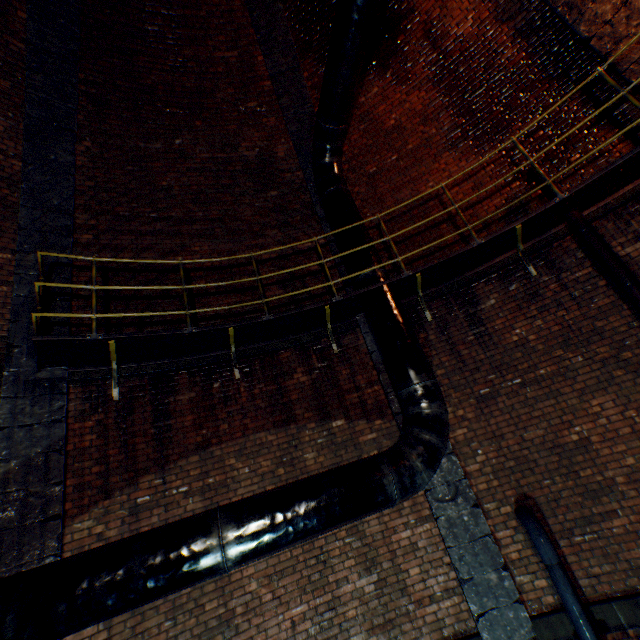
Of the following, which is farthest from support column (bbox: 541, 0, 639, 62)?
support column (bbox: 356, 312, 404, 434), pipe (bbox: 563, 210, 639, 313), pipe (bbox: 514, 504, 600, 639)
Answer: pipe (bbox: 514, 504, 600, 639)

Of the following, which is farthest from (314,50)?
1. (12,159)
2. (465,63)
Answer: (12,159)

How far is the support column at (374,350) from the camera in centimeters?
537cm

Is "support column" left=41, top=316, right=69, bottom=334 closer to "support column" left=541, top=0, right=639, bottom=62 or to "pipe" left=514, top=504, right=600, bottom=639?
"support column" left=541, top=0, right=639, bottom=62

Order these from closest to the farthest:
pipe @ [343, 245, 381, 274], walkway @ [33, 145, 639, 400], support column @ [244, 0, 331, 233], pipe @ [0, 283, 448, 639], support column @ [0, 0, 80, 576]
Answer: pipe @ [0, 283, 448, 639] → support column @ [0, 0, 80, 576] → walkway @ [33, 145, 639, 400] → pipe @ [343, 245, 381, 274] → support column @ [244, 0, 331, 233]

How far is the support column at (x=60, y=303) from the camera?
4.9m

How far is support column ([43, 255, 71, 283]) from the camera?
5.1m

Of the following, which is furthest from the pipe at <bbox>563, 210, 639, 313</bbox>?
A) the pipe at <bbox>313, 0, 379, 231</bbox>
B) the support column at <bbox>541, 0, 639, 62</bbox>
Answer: the pipe at <bbox>313, 0, 379, 231</bbox>
